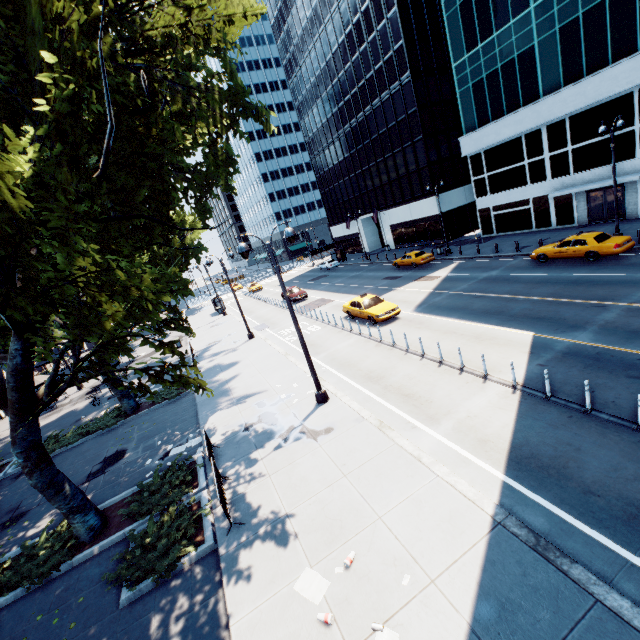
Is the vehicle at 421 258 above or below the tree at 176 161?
below

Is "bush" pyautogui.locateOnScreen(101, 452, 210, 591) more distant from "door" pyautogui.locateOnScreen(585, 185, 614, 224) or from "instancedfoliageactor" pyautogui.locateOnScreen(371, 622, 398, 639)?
"door" pyautogui.locateOnScreen(585, 185, 614, 224)

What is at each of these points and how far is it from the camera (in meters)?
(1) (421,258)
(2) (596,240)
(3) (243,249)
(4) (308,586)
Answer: (1) vehicle, 32.44
(2) vehicle, 19.28
(3) light, 11.31
(4) instancedfoliageactor, 6.70

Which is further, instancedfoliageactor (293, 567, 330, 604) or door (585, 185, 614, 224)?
door (585, 185, 614, 224)

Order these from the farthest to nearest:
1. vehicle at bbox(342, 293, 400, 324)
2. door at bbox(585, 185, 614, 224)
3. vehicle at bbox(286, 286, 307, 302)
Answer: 1. vehicle at bbox(286, 286, 307, 302)
2. door at bbox(585, 185, 614, 224)
3. vehicle at bbox(342, 293, 400, 324)

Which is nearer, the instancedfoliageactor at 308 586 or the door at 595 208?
the instancedfoliageactor at 308 586

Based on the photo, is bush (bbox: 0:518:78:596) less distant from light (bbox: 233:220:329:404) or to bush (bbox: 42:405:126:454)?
bush (bbox: 42:405:126:454)

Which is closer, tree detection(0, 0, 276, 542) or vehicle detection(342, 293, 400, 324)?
tree detection(0, 0, 276, 542)
